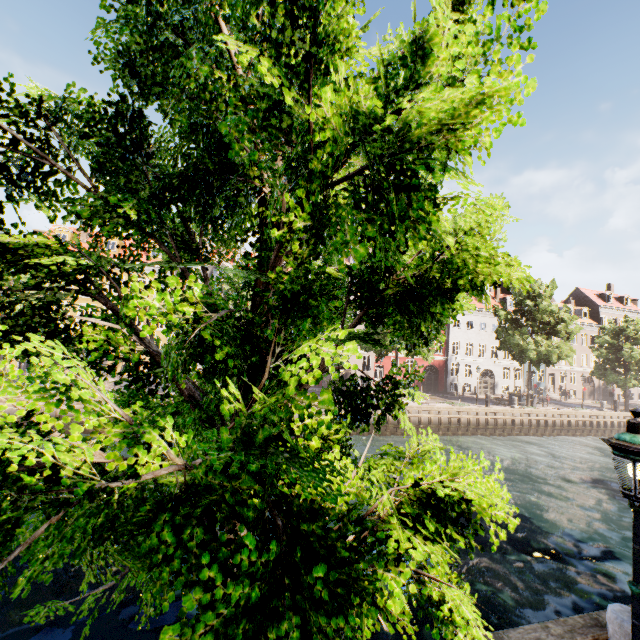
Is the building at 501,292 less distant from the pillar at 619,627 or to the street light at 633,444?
the street light at 633,444

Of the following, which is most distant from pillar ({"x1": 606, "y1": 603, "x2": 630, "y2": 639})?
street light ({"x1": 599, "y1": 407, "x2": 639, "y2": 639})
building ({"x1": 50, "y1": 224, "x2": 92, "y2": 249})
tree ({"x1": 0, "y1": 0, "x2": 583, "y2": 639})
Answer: building ({"x1": 50, "y1": 224, "x2": 92, "y2": 249})

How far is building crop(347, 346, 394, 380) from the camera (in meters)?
36.16

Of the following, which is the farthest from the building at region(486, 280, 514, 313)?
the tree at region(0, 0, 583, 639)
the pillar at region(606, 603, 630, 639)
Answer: the pillar at region(606, 603, 630, 639)

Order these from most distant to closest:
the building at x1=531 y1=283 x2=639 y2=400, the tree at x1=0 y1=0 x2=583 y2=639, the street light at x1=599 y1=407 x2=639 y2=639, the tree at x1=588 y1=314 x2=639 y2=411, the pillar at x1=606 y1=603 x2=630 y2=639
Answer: the building at x1=531 y1=283 x2=639 y2=400 → the tree at x1=588 y1=314 x2=639 y2=411 → the pillar at x1=606 y1=603 x2=630 y2=639 → the street light at x1=599 y1=407 x2=639 y2=639 → the tree at x1=0 y1=0 x2=583 y2=639

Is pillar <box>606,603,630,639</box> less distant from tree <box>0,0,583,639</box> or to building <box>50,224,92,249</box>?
tree <box>0,0,583,639</box>

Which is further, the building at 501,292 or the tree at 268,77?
the building at 501,292

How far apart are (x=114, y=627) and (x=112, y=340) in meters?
8.7
